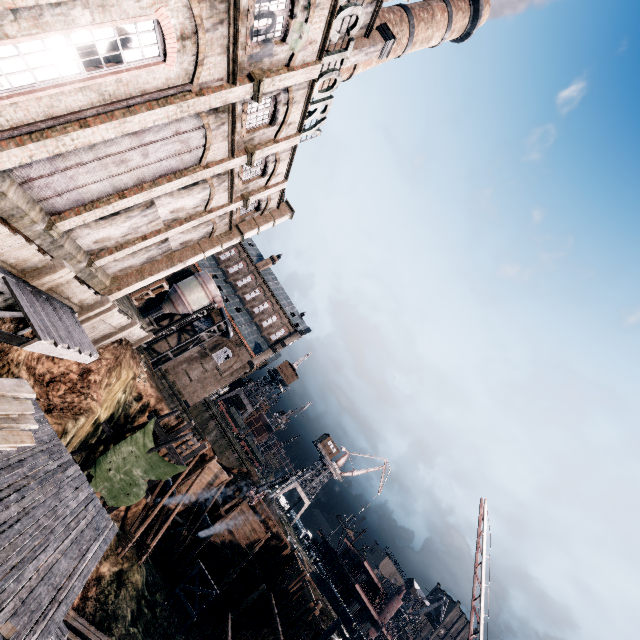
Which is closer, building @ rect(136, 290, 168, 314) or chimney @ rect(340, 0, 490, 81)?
chimney @ rect(340, 0, 490, 81)

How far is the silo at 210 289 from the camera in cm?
4675

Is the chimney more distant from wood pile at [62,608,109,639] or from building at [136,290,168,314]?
wood pile at [62,608,109,639]

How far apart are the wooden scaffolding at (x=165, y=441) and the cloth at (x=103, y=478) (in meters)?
0.01

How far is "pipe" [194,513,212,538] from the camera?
32.9 meters

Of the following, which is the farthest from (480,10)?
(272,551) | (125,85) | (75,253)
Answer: (272,551)

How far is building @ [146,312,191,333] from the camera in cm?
4931

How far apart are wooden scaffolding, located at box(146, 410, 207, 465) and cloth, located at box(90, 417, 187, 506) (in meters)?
0.01
